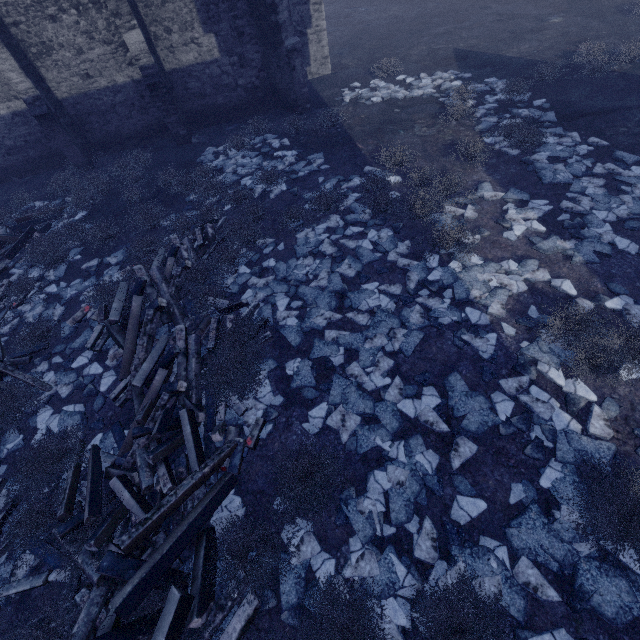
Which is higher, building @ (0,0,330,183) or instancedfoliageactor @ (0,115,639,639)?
building @ (0,0,330,183)

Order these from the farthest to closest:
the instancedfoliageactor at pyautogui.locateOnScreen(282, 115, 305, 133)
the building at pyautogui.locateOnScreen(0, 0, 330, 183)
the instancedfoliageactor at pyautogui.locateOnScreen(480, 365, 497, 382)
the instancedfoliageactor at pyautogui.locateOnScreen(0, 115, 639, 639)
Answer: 1. the instancedfoliageactor at pyautogui.locateOnScreen(282, 115, 305, 133)
2. the building at pyautogui.locateOnScreen(0, 0, 330, 183)
3. the instancedfoliageactor at pyautogui.locateOnScreen(480, 365, 497, 382)
4. the instancedfoliageactor at pyautogui.locateOnScreen(0, 115, 639, 639)

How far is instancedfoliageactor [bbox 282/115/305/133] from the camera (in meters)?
12.16

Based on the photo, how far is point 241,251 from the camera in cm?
852

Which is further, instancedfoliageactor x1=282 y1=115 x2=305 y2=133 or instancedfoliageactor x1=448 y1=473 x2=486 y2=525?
instancedfoliageactor x1=282 y1=115 x2=305 y2=133

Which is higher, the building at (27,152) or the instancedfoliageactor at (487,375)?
the building at (27,152)

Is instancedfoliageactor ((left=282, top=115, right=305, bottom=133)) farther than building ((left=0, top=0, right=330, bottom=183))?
Yes

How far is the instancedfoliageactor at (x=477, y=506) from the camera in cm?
437
